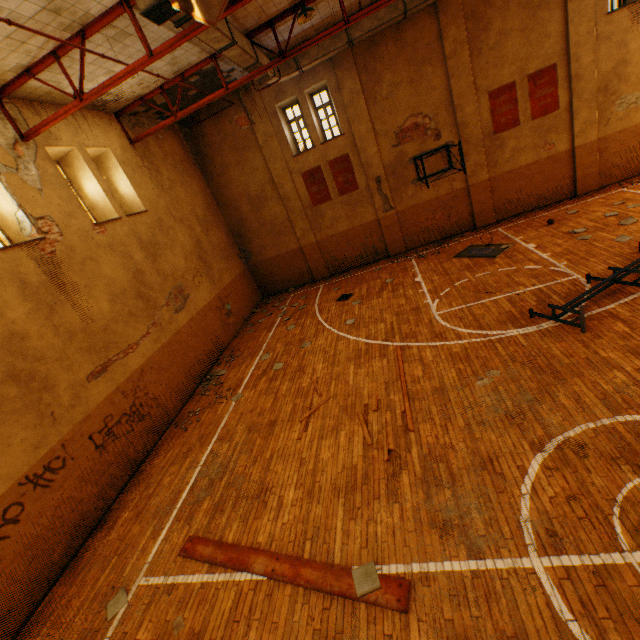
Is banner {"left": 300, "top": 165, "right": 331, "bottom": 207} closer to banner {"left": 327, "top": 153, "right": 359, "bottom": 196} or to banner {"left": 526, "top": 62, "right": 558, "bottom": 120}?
banner {"left": 327, "top": 153, "right": 359, "bottom": 196}

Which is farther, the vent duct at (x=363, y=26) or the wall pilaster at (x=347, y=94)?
the wall pilaster at (x=347, y=94)

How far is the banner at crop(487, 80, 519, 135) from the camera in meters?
12.3

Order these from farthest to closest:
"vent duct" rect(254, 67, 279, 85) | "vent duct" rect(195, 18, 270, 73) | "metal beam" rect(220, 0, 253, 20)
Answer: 1. "vent duct" rect(254, 67, 279, 85)
2. "vent duct" rect(195, 18, 270, 73)
3. "metal beam" rect(220, 0, 253, 20)

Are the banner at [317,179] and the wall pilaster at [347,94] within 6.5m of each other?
yes

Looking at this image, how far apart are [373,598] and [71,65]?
11.95m

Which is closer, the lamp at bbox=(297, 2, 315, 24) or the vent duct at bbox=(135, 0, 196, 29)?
the vent duct at bbox=(135, 0, 196, 29)

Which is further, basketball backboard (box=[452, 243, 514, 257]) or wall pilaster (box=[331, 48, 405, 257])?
wall pilaster (box=[331, 48, 405, 257])
